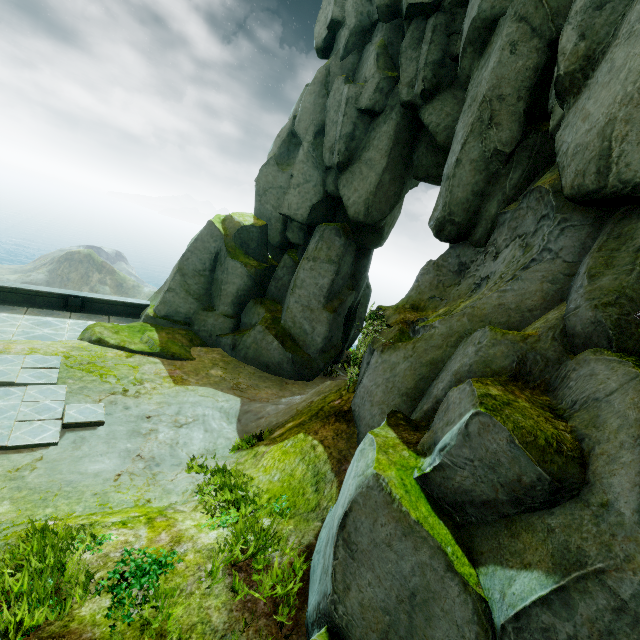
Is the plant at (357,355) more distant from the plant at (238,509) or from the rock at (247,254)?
the plant at (238,509)

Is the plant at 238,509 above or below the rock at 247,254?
below

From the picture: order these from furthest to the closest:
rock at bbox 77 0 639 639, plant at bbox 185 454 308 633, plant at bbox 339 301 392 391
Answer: plant at bbox 339 301 392 391, plant at bbox 185 454 308 633, rock at bbox 77 0 639 639

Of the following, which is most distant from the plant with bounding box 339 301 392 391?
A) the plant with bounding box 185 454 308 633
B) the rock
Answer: the plant with bounding box 185 454 308 633

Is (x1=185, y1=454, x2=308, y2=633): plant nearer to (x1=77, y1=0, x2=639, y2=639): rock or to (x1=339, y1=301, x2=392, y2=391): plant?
(x1=77, y1=0, x2=639, y2=639): rock

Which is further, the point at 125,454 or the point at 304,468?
the point at 125,454
